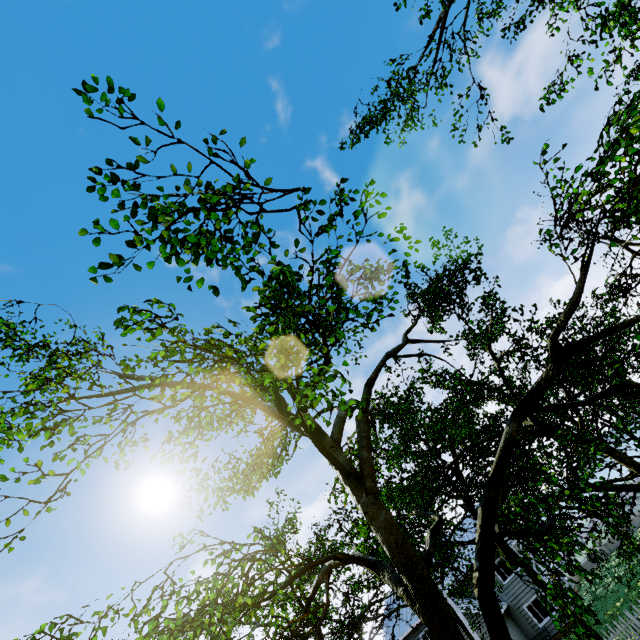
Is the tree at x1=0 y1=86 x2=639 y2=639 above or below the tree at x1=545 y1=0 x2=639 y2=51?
below

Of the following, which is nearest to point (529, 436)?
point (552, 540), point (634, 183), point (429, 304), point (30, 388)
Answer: point (552, 540)

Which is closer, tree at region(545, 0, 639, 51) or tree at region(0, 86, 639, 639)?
tree at region(0, 86, 639, 639)

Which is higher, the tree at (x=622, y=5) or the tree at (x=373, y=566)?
the tree at (x=622, y=5)

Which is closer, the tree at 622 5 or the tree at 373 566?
the tree at 373 566
